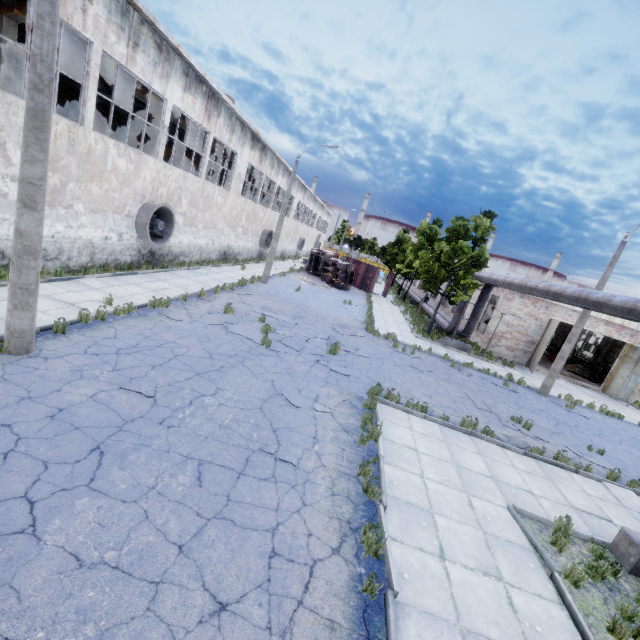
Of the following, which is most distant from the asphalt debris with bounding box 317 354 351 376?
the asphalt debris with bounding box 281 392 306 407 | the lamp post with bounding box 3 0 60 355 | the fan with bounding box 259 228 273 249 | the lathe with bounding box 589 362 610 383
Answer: the lathe with bounding box 589 362 610 383

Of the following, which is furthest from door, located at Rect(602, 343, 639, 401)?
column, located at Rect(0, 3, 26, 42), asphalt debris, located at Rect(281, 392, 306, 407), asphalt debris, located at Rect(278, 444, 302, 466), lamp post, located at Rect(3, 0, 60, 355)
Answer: column, located at Rect(0, 3, 26, 42)

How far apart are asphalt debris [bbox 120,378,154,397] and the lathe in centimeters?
3176cm

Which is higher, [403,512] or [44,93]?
[44,93]

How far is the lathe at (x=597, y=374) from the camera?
25.97m

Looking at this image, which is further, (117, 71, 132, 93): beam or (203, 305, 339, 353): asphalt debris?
(117, 71, 132, 93): beam

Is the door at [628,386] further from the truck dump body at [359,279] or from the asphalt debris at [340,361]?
the truck dump body at [359,279]

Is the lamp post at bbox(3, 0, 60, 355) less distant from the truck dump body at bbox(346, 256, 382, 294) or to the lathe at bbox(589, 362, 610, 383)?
the truck dump body at bbox(346, 256, 382, 294)
